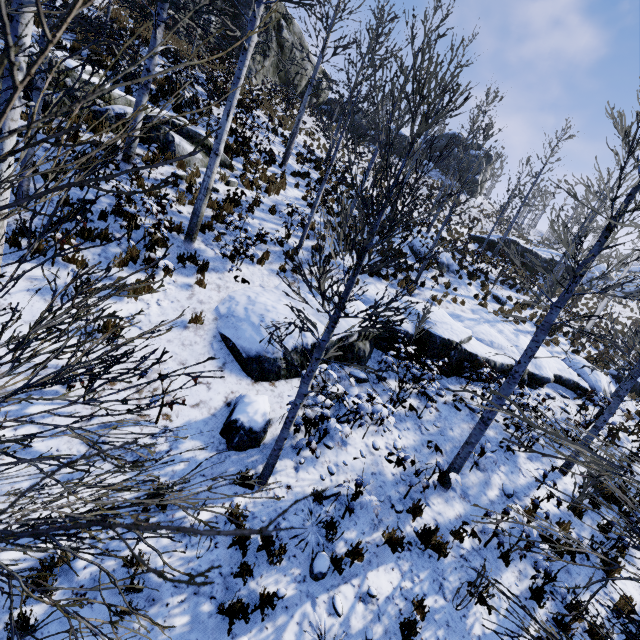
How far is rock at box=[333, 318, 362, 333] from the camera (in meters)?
8.05

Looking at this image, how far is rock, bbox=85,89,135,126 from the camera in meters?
9.1 m

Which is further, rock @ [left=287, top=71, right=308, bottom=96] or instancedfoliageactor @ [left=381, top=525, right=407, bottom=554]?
rock @ [left=287, top=71, right=308, bottom=96]

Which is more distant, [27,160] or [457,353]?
[457,353]

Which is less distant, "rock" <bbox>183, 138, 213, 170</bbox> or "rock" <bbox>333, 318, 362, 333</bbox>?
"rock" <bbox>333, 318, 362, 333</bbox>

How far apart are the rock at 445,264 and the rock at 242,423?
12.10m

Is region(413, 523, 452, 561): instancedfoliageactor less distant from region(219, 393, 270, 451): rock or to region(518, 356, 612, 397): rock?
region(219, 393, 270, 451): rock

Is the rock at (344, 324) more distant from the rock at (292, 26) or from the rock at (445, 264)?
the rock at (292, 26)
